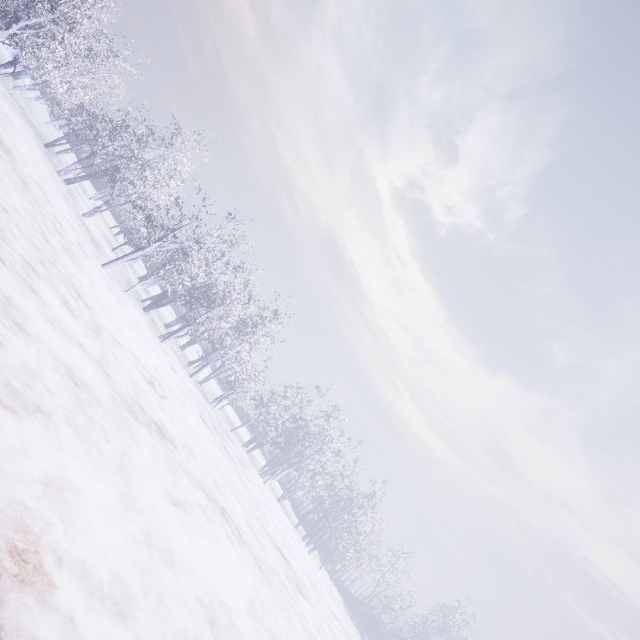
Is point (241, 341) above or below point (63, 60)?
above
